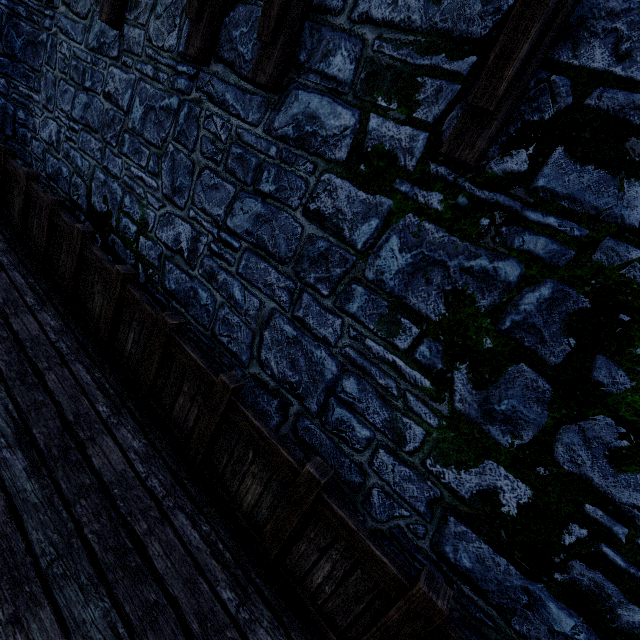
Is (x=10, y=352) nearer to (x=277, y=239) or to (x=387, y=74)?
(x=277, y=239)

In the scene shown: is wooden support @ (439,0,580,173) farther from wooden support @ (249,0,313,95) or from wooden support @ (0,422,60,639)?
wooden support @ (0,422,60,639)

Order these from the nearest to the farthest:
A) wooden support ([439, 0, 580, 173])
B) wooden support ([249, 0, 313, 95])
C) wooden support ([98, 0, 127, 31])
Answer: wooden support ([439, 0, 580, 173]) → wooden support ([249, 0, 313, 95]) → wooden support ([98, 0, 127, 31])

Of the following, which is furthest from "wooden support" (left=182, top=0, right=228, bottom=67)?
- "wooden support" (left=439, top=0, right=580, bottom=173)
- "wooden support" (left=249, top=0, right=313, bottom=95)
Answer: "wooden support" (left=439, top=0, right=580, bottom=173)

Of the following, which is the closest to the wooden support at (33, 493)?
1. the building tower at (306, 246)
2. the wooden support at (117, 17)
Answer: the building tower at (306, 246)

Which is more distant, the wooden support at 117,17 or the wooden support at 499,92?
the wooden support at 117,17

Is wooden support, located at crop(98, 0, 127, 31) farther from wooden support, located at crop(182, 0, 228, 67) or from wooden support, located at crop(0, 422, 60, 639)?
wooden support, located at crop(0, 422, 60, 639)

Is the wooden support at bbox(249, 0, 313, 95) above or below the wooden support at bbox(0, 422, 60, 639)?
above
